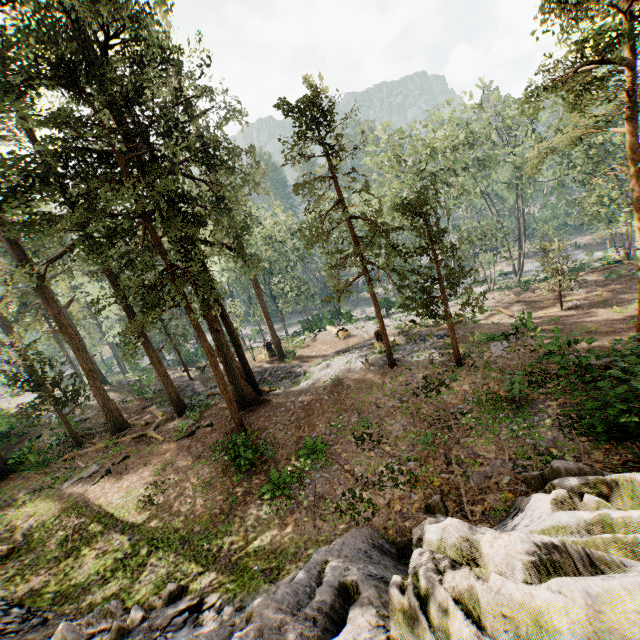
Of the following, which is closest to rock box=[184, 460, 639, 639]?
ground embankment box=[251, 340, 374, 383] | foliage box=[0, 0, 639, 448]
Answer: foliage box=[0, 0, 639, 448]

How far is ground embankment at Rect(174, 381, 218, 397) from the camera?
27.1m

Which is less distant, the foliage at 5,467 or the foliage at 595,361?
the foliage at 595,361

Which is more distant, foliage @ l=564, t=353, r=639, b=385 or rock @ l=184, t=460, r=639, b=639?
foliage @ l=564, t=353, r=639, b=385

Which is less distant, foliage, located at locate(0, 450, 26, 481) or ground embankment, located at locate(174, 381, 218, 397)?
foliage, located at locate(0, 450, 26, 481)

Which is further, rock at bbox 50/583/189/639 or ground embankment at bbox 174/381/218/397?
ground embankment at bbox 174/381/218/397

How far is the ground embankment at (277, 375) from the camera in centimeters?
2502cm

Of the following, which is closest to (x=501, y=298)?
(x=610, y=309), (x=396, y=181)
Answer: (x=610, y=309)
